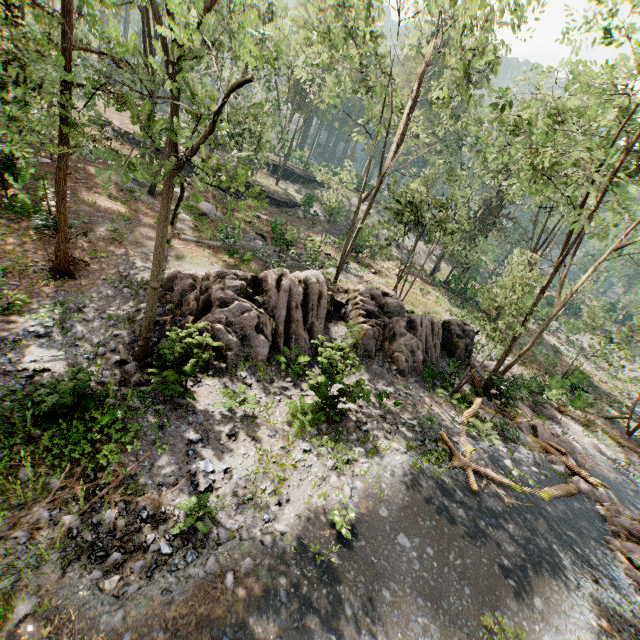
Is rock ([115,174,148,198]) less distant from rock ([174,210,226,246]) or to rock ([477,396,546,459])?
rock ([174,210,226,246])

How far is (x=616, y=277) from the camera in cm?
4744

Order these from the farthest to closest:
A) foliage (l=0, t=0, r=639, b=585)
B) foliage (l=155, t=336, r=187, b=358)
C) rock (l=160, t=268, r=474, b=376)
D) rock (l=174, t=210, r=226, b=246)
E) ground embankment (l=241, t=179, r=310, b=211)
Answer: ground embankment (l=241, t=179, r=310, b=211), rock (l=174, t=210, r=226, b=246), rock (l=160, t=268, r=474, b=376), foliage (l=155, t=336, r=187, b=358), foliage (l=0, t=0, r=639, b=585)

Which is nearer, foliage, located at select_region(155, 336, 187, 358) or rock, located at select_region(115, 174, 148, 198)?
foliage, located at select_region(155, 336, 187, 358)

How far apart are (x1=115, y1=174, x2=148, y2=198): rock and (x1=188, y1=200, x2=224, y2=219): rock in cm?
167

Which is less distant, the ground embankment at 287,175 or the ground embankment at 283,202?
the ground embankment at 283,202

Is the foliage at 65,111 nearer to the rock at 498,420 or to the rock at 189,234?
the rock at 498,420

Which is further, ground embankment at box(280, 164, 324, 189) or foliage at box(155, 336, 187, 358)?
ground embankment at box(280, 164, 324, 189)
